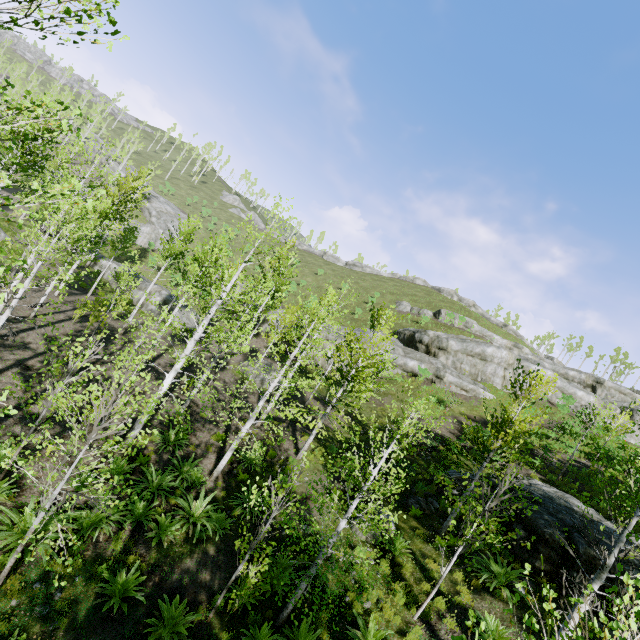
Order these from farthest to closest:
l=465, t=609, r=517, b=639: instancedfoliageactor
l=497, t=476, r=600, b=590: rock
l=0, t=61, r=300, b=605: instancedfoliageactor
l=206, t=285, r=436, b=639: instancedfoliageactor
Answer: l=497, t=476, r=600, b=590: rock
l=206, t=285, r=436, b=639: instancedfoliageactor
l=0, t=61, r=300, b=605: instancedfoliageactor
l=465, t=609, r=517, b=639: instancedfoliageactor

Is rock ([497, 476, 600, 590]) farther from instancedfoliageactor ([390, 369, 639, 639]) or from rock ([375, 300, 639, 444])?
rock ([375, 300, 639, 444])

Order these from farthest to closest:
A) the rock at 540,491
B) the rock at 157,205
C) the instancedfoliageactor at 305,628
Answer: the rock at 157,205 → the rock at 540,491 → the instancedfoliageactor at 305,628

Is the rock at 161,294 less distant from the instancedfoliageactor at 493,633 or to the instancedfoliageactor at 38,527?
the instancedfoliageactor at 38,527

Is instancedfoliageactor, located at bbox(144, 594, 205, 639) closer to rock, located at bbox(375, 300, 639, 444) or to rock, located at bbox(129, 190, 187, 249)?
rock, located at bbox(129, 190, 187, 249)

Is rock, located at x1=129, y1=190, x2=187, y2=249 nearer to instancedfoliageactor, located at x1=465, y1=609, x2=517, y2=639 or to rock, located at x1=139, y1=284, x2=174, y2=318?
rock, located at x1=139, y1=284, x2=174, y2=318

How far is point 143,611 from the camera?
7.35m
